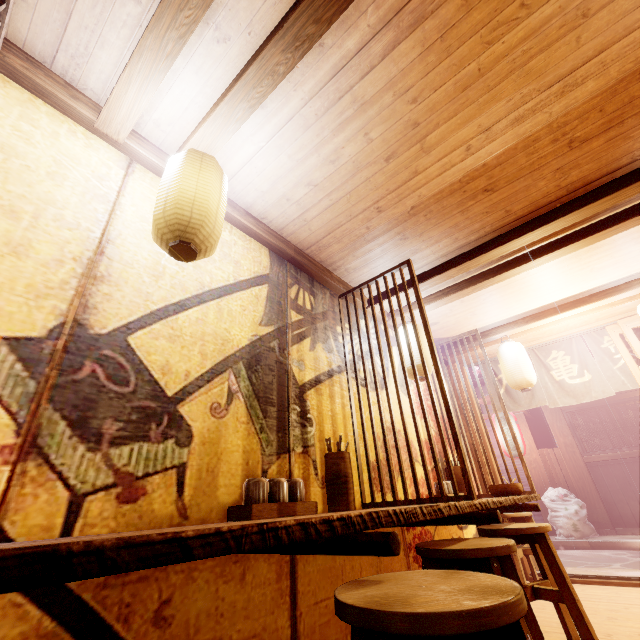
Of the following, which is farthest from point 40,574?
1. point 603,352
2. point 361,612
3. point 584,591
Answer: point 603,352

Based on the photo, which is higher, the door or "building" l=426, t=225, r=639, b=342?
"building" l=426, t=225, r=639, b=342

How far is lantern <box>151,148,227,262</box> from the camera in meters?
2.7

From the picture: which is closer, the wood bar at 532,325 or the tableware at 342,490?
the tableware at 342,490

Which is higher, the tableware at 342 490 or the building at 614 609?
the tableware at 342 490

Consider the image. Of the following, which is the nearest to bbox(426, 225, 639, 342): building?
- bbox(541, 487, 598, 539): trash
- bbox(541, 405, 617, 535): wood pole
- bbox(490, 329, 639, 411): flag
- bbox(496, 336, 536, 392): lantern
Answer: bbox(496, 336, 536, 392): lantern

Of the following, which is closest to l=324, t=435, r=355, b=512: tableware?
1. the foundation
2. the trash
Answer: the foundation

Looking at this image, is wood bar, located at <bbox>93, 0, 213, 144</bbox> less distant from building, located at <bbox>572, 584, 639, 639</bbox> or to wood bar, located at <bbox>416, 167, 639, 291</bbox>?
building, located at <bbox>572, 584, 639, 639</bbox>
